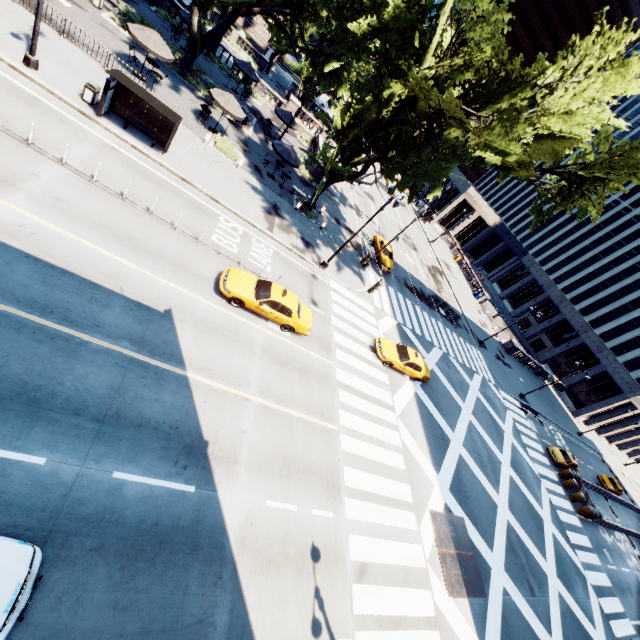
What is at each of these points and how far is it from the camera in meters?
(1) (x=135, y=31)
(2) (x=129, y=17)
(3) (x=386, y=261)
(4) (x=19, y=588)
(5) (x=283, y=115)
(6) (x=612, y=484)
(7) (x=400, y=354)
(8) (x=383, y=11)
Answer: (1) umbrella, 19.6
(2) bush, 25.3
(3) vehicle, 31.8
(4) vehicle, 6.2
(5) umbrella, 30.6
(6) vehicle, 41.2
(7) vehicle, 22.0
(8) tree, 21.9

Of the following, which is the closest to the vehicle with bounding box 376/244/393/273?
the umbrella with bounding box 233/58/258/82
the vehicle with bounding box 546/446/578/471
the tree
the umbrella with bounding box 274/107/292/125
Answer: the tree

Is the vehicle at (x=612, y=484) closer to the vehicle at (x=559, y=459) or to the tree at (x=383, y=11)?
the vehicle at (x=559, y=459)

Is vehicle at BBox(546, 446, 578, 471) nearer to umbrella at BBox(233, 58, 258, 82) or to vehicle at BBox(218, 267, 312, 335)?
vehicle at BBox(218, 267, 312, 335)

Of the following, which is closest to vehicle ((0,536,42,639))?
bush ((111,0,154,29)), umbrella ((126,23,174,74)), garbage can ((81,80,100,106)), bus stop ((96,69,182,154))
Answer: bus stop ((96,69,182,154))

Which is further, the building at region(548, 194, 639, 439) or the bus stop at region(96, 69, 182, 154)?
the building at region(548, 194, 639, 439)

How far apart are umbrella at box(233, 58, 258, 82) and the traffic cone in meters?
52.0 m

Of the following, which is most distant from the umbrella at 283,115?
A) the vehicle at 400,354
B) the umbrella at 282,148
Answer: the vehicle at 400,354
